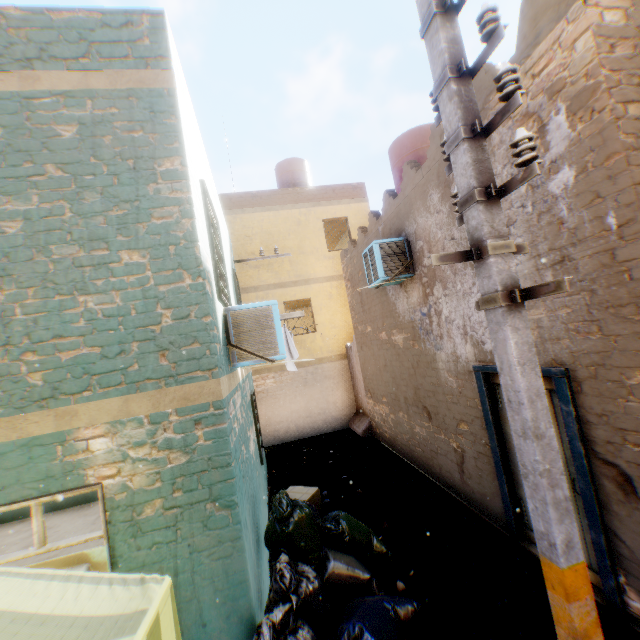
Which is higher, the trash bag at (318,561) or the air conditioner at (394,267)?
the air conditioner at (394,267)

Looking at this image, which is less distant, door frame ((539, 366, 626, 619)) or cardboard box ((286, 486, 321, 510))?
door frame ((539, 366, 626, 619))

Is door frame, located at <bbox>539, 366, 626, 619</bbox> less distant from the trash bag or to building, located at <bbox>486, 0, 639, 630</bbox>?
building, located at <bbox>486, 0, 639, 630</bbox>

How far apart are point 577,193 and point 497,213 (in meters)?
1.97

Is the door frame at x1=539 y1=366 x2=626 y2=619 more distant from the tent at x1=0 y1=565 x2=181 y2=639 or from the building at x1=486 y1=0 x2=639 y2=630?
the tent at x1=0 y1=565 x2=181 y2=639

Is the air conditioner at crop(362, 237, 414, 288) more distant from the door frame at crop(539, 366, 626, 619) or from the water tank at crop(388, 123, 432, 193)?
the water tank at crop(388, 123, 432, 193)

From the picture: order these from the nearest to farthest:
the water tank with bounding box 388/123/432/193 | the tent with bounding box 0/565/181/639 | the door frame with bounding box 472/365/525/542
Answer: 1. the tent with bounding box 0/565/181/639
2. the door frame with bounding box 472/365/525/542
3. the water tank with bounding box 388/123/432/193

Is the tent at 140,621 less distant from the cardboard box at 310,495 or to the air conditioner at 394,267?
the air conditioner at 394,267
